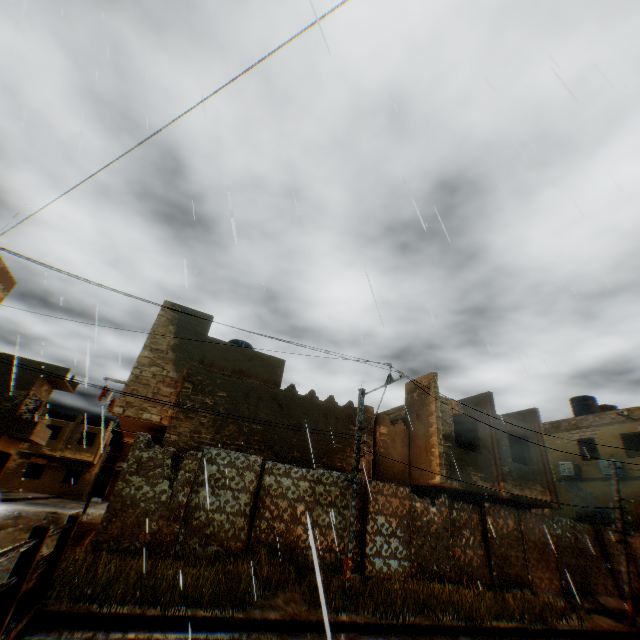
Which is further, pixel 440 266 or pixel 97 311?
pixel 440 266

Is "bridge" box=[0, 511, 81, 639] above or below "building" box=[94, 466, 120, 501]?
below

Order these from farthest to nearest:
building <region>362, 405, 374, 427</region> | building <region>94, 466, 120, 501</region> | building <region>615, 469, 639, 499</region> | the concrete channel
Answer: building <region>94, 466, 120, 501</region> < building <region>615, 469, 639, 499</region> < building <region>362, 405, 374, 427</region> < the concrete channel

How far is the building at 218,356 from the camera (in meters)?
11.91

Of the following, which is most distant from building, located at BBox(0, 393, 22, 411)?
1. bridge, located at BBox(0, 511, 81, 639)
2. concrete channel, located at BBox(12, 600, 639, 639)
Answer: bridge, located at BBox(0, 511, 81, 639)

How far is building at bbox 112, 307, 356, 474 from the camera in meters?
11.9

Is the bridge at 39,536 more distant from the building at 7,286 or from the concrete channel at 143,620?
the building at 7,286
